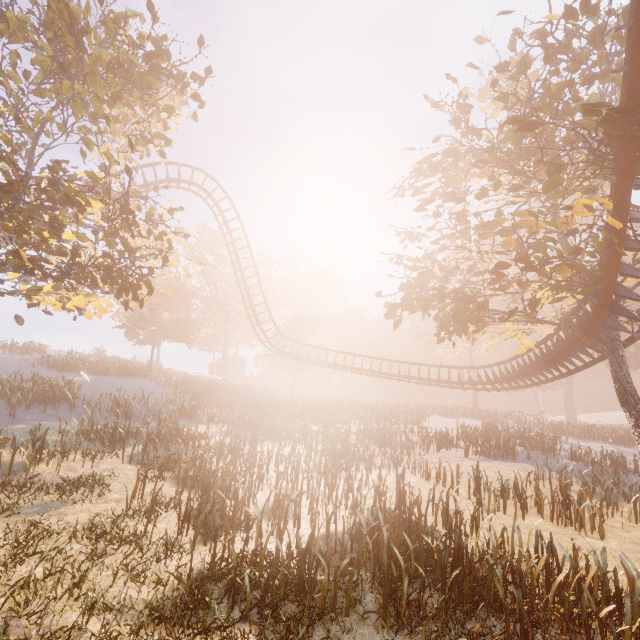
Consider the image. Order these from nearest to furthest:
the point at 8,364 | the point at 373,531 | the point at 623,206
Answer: the point at 373,531 < the point at 623,206 < the point at 8,364

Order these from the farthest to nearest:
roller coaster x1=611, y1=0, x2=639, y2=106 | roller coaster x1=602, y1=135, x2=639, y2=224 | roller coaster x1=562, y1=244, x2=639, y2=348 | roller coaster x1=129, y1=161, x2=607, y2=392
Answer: roller coaster x1=129, y1=161, x2=607, y2=392 → roller coaster x1=562, y1=244, x2=639, y2=348 → roller coaster x1=602, y1=135, x2=639, y2=224 → roller coaster x1=611, y1=0, x2=639, y2=106

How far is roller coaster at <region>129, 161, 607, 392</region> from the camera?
16.0 meters

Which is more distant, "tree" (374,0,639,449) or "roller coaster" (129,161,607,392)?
"roller coaster" (129,161,607,392)

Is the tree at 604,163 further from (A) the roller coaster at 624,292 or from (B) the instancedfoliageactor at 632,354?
(B) the instancedfoliageactor at 632,354

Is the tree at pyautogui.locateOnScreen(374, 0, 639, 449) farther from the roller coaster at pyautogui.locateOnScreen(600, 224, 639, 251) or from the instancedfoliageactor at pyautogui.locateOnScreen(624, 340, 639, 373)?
the instancedfoliageactor at pyautogui.locateOnScreen(624, 340, 639, 373)

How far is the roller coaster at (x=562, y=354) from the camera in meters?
16.0

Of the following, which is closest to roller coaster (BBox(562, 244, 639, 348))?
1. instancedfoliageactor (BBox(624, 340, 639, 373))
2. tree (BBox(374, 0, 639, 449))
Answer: tree (BBox(374, 0, 639, 449))
